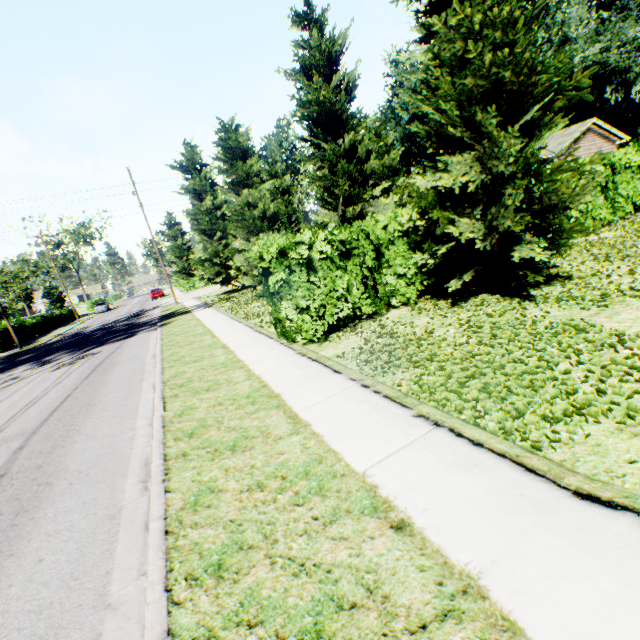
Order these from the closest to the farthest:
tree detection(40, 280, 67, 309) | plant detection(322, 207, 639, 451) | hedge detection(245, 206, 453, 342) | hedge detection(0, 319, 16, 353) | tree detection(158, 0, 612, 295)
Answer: plant detection(322, 207, 639, 451), tree detection(158, 0, 612, 295), hedge detection(245, 206, 453, 342), hedge detection(0, 319, 16, 353), tree detection(40, 280, 67, 309)

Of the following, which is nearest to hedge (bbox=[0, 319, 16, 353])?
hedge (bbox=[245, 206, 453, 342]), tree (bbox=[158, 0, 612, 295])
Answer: tree (bbox=[158, 0, 612, 295])

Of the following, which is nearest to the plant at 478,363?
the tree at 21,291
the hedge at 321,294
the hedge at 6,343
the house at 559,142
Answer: the hedge at 321,294

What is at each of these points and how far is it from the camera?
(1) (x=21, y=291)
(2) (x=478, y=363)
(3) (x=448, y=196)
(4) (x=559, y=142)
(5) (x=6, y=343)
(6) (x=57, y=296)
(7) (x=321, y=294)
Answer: (1) tree, 44.0 meters
(2) plant, 5.1 meters
(3) tree, 8.1 meters
(4) house, 27.9 meters
(5) hedge, 27.3 meters
(6) tree, 52.5 meters
(7) hedge, 7.9 meters

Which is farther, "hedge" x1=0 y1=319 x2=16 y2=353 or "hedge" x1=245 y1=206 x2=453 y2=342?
"hedge" x1=0 y1=319 x2=16 y2=353

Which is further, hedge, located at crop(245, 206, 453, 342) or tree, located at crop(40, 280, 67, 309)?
tree, located at crop(40, 280, 67, 309)

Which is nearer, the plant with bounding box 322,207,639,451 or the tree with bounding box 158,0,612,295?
the plant with bounding box 322,207,639,451

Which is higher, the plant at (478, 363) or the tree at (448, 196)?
the tree at (448, 196)
